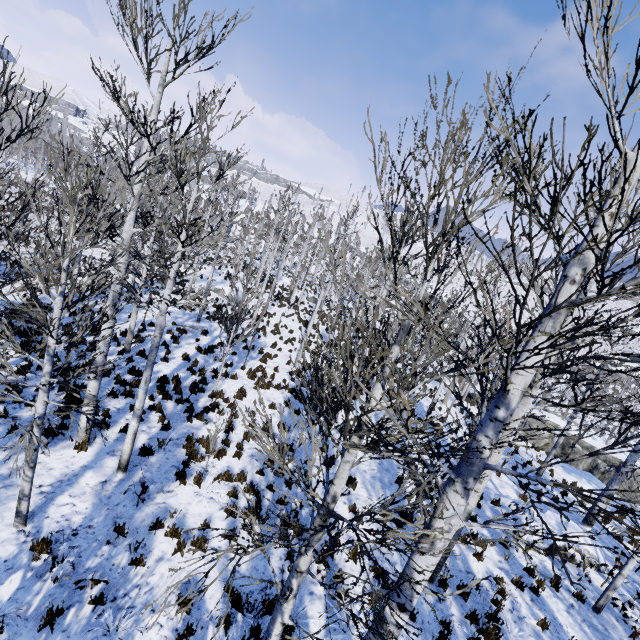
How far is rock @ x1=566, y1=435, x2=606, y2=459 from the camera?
23.8 meters

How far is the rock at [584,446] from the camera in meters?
23.8

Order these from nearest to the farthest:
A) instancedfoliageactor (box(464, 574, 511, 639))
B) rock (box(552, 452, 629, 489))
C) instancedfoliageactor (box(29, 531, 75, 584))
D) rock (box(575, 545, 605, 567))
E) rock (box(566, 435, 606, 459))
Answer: instancedfoliageactor (box(29, 531, 75, 584))
instancedfoliageactor (box(464, 574, 511, 639))
rock (box(575, 545, 605, 567))
rock (box(552, 452, 629, 489))
rock (box(566, 435, 606, 459))

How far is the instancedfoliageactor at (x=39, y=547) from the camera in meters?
4.7

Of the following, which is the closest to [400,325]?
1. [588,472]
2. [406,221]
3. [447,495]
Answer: [406,221]

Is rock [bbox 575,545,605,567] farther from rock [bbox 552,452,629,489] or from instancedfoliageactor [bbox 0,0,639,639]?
rock [bbox 552,452,629,489]

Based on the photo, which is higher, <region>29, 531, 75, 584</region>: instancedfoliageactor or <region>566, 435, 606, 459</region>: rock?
<region>29, 531, 75, 584</region>: instancedfoliageactor
